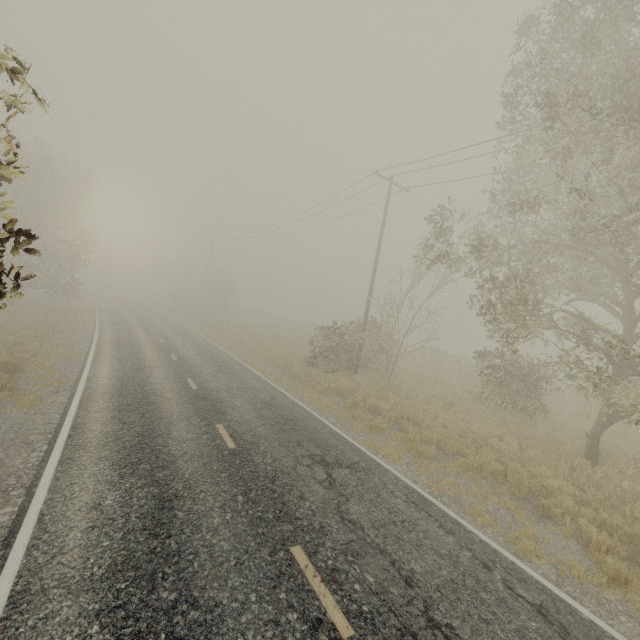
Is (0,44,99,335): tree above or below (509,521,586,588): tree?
above

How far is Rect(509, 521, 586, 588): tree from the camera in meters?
5.6

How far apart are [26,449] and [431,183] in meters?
20.0 m

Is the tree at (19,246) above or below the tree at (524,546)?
above

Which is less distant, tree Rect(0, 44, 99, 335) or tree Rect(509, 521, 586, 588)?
tree Rect(0, 44, 99, 335)

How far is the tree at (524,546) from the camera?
5.6m
